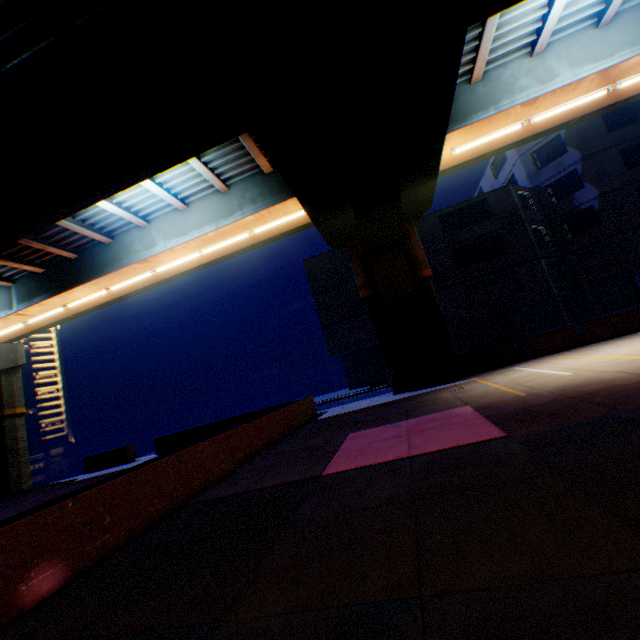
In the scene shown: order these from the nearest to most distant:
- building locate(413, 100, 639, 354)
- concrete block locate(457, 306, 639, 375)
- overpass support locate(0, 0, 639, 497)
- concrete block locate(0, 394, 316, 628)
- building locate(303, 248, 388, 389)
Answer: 1. concrete block locate(0, 394, 316, 628)
2. overpass support locate(0, 0, 639, 497)
3. concrete block locate(457, 306, 639, 375)
4. building locate(413, 100, 639, 354)
5. building locate(303, 248, 388, 389)

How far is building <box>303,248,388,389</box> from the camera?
25.7m

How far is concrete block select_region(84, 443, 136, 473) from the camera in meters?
17.4 m

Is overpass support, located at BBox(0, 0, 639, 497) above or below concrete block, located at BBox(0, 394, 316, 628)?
above

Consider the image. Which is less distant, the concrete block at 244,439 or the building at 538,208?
the concrete block at 244,439

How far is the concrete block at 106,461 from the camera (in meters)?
17.44

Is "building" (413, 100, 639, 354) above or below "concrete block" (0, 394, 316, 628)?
above

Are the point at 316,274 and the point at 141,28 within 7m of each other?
no
